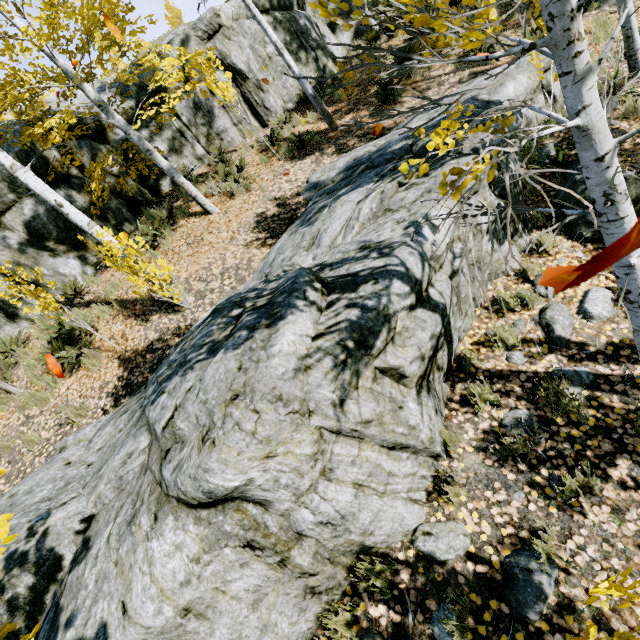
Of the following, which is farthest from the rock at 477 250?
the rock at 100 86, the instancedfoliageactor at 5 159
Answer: the rock at 100 86

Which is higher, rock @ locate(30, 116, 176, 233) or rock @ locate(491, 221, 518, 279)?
rock @ locate(30, 116, 176, 233)

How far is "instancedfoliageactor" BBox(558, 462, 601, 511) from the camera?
2.66m

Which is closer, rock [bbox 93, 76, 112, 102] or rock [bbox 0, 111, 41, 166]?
rock [bbox 0, 111, 41, 166]

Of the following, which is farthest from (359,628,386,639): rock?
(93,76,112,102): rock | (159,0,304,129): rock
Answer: (93,76,112,102): rock

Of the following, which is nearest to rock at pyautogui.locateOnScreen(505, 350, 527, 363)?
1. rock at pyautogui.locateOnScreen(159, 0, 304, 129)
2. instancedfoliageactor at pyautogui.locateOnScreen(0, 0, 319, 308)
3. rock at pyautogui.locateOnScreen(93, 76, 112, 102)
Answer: instancedfoliageactor at pyautogui.locateOnScreen(0, 0, 319, 308)

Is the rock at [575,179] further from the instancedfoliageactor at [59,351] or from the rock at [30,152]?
the rock at [30,152]

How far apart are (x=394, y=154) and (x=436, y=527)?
5.43m
